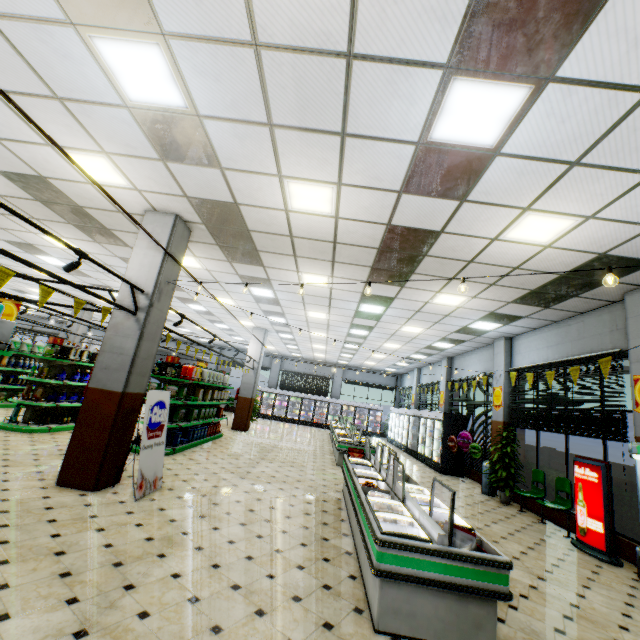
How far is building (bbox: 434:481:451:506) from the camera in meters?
8.1 m

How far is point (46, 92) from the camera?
3.9 meters

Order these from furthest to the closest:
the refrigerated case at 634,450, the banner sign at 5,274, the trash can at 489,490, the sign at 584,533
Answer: the trash can at 489,490 → the sign at 584,533 → the refrigerated case at 634,450 → the banner sign at 5,274

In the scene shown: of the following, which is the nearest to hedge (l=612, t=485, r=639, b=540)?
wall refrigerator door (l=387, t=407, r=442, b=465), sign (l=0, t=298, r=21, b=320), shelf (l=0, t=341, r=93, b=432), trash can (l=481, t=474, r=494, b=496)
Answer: trash can (l=481, t=474, r=494, b=496)

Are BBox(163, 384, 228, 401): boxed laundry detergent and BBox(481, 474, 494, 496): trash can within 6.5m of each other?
no

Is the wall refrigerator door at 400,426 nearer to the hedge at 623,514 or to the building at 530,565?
the building at 530,565

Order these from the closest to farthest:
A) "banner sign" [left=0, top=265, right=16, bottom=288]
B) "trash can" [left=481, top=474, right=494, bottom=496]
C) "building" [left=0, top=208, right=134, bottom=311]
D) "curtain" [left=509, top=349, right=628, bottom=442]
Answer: "banner sign" [left=0, top=265, right=16, bottom=288]
"curtain" [left=509, top=349, right=628, bottom=442]
"building" [left=0, top=208, right=134, bottom=311]
"trash can" [left=481, top=474, right=494, bottom=496]

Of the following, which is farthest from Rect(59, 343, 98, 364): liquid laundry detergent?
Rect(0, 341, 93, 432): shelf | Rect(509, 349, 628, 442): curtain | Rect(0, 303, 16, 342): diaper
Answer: Rect(509, 349, 628, 442): curtain
